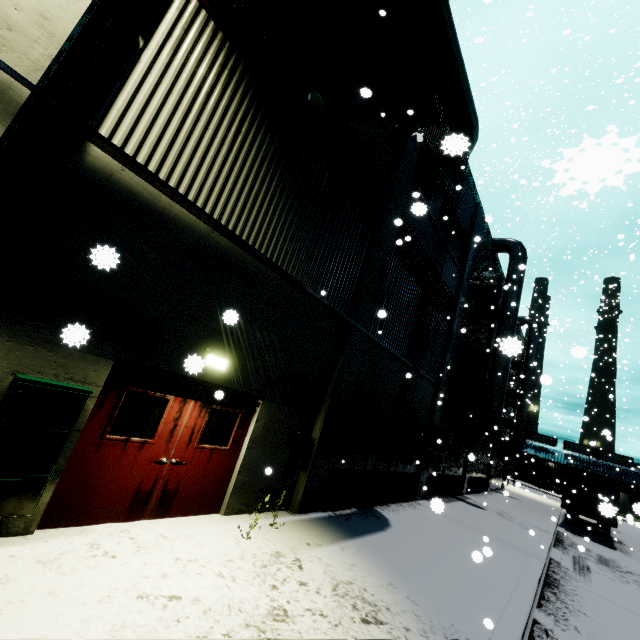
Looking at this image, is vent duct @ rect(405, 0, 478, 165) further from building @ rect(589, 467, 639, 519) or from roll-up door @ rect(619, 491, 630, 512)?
roll-up door @ rect(619, 491, 630, 512)

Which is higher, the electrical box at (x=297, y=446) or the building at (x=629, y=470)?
the building at (x=629, y=470)

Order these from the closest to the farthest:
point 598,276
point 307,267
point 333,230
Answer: point 307,267 → point 333,230 → point 598,276

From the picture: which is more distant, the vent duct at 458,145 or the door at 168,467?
the vent duct at 458,145

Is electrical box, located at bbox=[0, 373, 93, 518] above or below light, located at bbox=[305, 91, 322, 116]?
below

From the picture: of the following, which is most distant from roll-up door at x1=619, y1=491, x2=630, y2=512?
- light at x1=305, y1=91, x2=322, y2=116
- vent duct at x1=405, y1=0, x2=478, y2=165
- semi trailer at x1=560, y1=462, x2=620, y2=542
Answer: light at x1=305, y1=91, x2=322, y2=116

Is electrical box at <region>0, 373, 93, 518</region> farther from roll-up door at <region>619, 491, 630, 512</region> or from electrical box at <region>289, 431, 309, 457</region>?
roll-up door at <region>619, 491, 630, 512</region>

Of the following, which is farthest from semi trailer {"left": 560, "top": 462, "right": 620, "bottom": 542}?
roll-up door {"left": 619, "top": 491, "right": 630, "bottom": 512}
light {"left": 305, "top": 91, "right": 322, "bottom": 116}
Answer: roll-up door {"left": 619, "top": 491, "right": 630, "bottom": 512}
